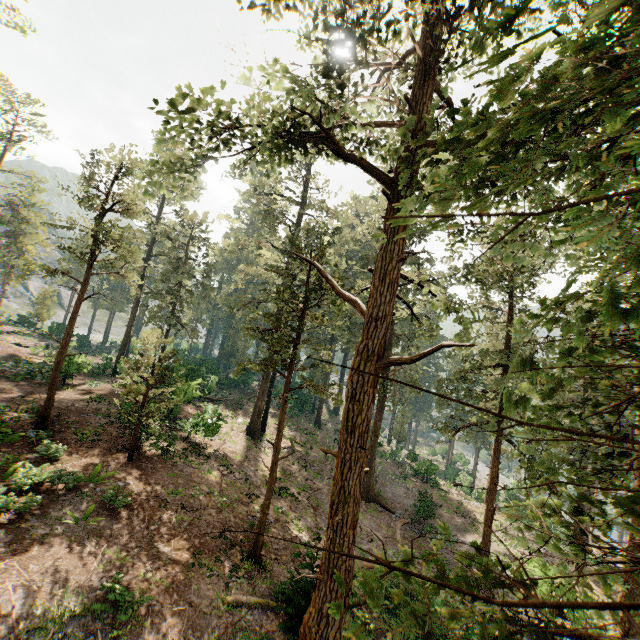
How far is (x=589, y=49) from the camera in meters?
2.3
